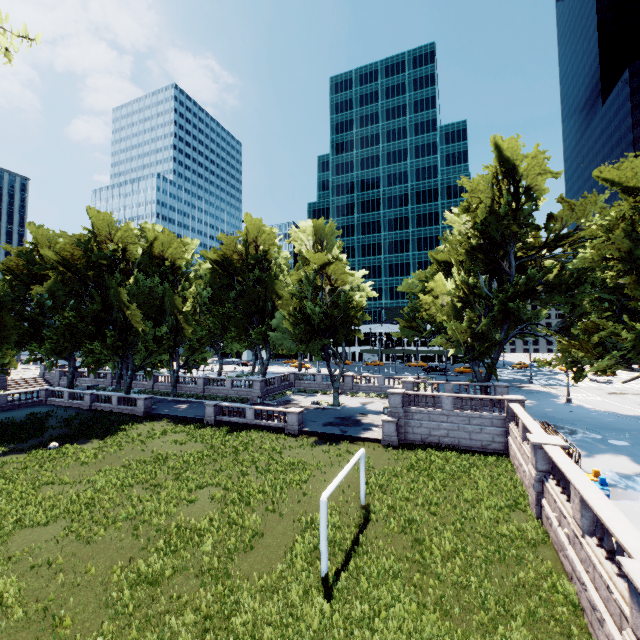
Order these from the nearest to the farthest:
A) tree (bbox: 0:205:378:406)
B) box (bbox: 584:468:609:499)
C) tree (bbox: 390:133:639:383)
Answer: box (bbox: 584:468:609:499) → tree (bbox: 390:133:639:383) → tree (bbox: 0:205:378:406)

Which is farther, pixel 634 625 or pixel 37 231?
pixel 37 231

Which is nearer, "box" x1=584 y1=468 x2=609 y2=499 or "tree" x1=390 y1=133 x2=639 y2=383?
"box" x1=584 y1=468 x2=609 y2=499

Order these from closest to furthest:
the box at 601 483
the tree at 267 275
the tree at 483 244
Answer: the box at 601 483 → the tree at 483 244 → the tree at 267 275

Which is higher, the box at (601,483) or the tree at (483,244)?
the tree at (483,244)

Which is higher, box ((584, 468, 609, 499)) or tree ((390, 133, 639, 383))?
tree ((390, 133, 639, 383))

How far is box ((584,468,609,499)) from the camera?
12.78m
